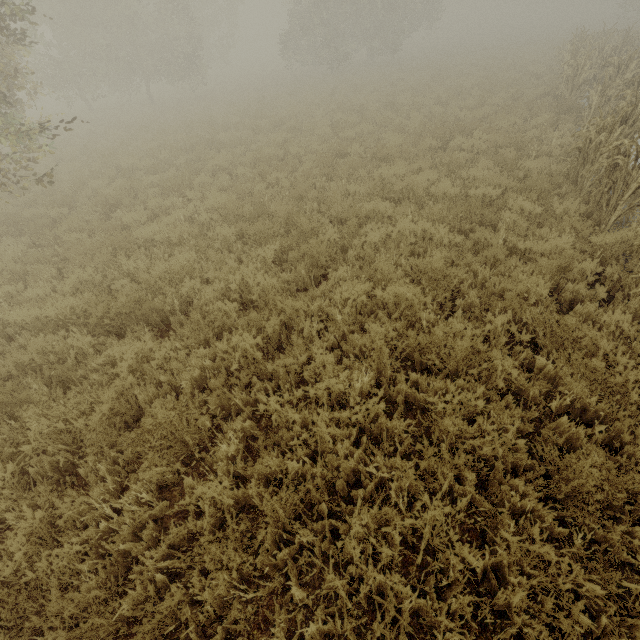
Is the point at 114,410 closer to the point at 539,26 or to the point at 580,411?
the point at 580,411
